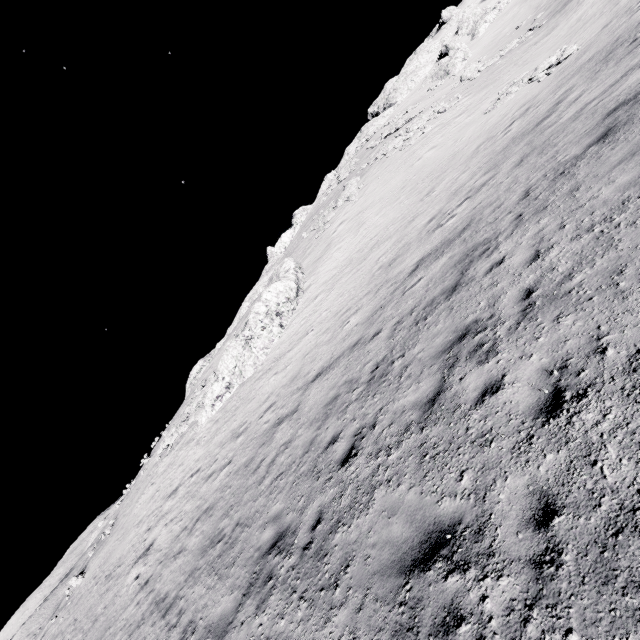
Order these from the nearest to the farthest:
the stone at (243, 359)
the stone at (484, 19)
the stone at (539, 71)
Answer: the stone at (539, 71), the stone at (243, 359), the stone at (484, 19)

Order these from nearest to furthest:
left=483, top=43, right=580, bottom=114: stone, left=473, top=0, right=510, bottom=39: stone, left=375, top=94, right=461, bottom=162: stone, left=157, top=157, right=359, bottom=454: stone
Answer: left=483, top=43, right=580, bottom=114: stone < left=157, top=157, right=359, bottom=454: stone < left=375, top=94, right=461, bottom=162: stone < left=473, top=0, right=510, bottom=39: stone

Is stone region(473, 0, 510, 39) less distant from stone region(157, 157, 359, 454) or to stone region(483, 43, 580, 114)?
stone region(483, 43, 580, 114)

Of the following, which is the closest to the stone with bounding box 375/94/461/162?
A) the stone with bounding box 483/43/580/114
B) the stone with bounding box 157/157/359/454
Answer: the stone with bounding box 483/43/580/114

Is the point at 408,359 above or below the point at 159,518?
below

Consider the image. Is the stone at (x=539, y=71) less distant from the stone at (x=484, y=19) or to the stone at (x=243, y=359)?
the stone at (x=243, y=359)

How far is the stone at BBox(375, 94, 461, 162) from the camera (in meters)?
29.67
